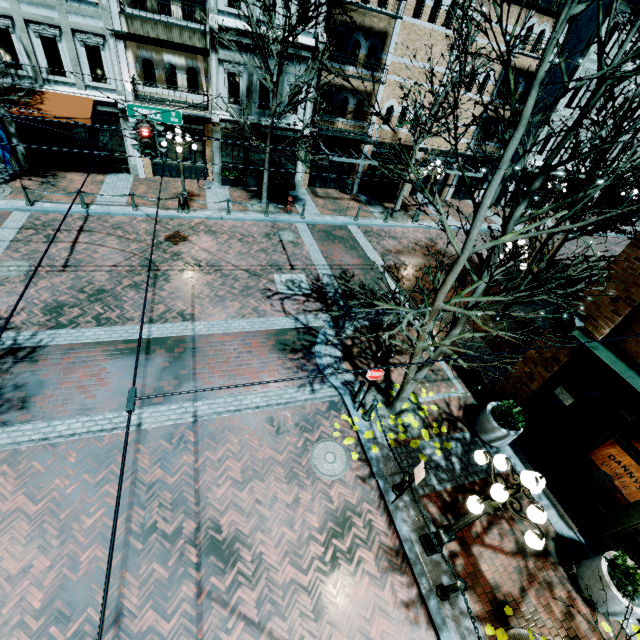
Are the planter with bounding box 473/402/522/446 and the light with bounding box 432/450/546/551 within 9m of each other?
yes

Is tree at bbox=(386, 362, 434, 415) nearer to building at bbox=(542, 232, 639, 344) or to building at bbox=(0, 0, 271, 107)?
building at bbox=(542, 232, 639, 344)

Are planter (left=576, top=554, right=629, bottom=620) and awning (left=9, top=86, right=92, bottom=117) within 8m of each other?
no

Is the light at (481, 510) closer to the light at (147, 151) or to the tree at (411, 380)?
the tree at (411, 380)

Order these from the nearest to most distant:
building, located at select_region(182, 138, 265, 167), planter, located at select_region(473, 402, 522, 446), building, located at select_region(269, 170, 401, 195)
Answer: planter, located at select_region(473, 402, 522, 446), building, located at select_region(182, 138, 265, 167), building, located at select_region(269, 170, 401, 195)

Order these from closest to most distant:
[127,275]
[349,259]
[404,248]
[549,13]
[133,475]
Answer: [133,475]
[127,275]
[349,259]
[404,248]
[549,13]

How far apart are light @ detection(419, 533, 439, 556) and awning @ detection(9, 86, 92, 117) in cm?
1955

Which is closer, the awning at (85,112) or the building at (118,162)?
the awning at (85,112)
